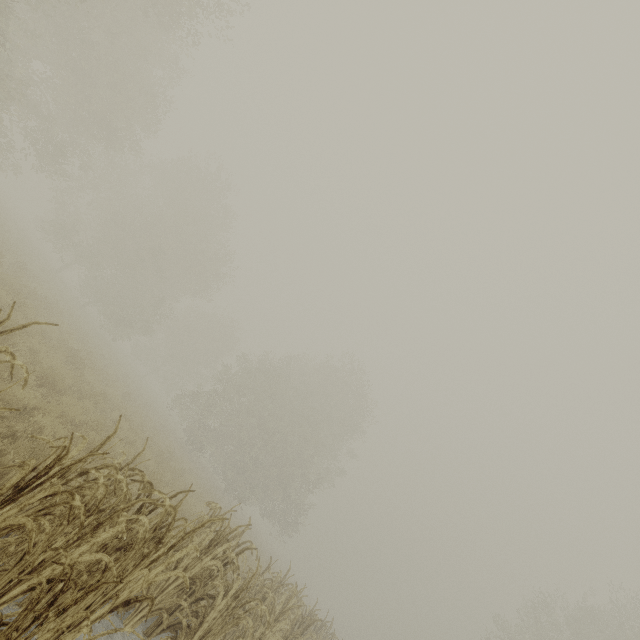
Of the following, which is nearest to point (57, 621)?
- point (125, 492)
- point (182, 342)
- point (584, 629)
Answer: point (125, 492)
